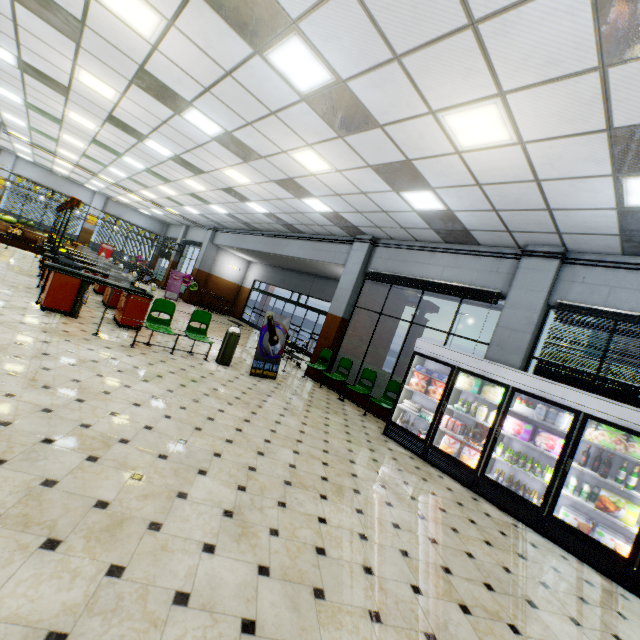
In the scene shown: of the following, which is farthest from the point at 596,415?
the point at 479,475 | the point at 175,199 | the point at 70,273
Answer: the point at 175,199

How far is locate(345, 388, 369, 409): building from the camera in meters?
9.0

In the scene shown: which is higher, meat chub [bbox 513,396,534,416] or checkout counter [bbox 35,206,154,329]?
meat chub [bbox 513,396,534,416]

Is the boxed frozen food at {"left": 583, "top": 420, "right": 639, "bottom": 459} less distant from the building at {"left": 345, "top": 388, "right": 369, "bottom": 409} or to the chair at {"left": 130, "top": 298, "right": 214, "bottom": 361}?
the building at {"left": 345, "top": 388, "right": 369, "bottom": 409}

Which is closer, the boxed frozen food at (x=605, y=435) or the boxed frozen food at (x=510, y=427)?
the boxed frozen food at (x=605, y=435)

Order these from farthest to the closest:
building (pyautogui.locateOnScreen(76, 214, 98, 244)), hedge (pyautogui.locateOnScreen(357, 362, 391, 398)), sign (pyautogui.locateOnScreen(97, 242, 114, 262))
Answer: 1. sign (pyautogui.locateOnScreen(97, 242, 114, 262))
2. building (pyautogui.locateOnScreen(76, 214, 98, 244))
3. hedge (pyautogui.locateOnScreen(357, 362, 391, 398))

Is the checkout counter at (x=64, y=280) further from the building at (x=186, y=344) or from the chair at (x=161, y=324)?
the chair at (x=161, y=324)
